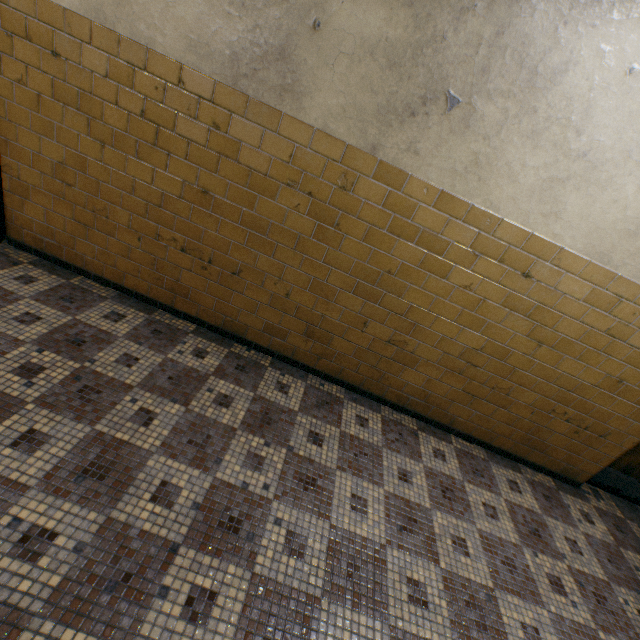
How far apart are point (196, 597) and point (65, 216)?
3.08m
